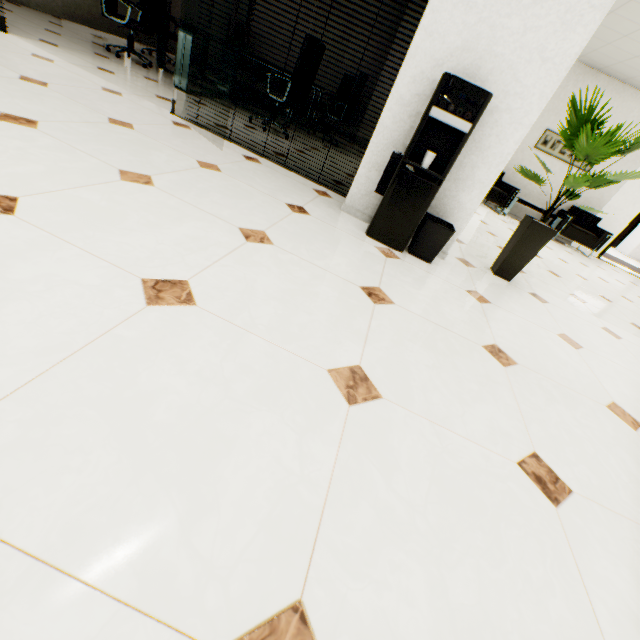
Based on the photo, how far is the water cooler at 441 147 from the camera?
2.0m

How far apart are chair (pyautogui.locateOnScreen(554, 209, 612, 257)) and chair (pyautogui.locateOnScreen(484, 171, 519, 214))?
1.16m

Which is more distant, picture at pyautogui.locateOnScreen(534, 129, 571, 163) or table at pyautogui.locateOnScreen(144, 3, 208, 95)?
picture at pyautogui.locateOnScreen(534, 129, 571, 163)

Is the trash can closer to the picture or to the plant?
A: the plant

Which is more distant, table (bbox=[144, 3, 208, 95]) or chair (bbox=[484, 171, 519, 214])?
chair (bbox=[484, 171, 519, 214])

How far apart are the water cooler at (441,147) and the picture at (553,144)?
6.83m

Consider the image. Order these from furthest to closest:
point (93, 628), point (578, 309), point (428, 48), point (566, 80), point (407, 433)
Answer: point (566, 80) → point (578, 309) → point (428, 48) → point (407, 433) → point (93, 628)

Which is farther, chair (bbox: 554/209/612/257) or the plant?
chair (bbox: 554/209/612/257)
